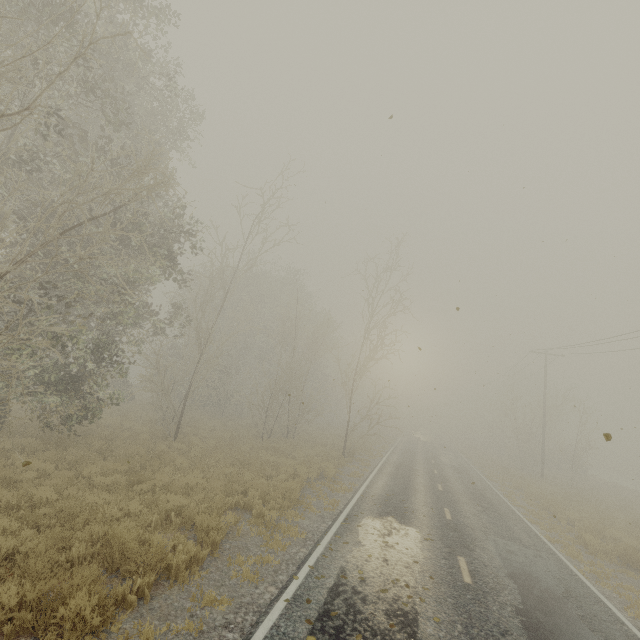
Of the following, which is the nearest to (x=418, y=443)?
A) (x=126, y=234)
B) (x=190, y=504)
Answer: (x=190, y=504)
